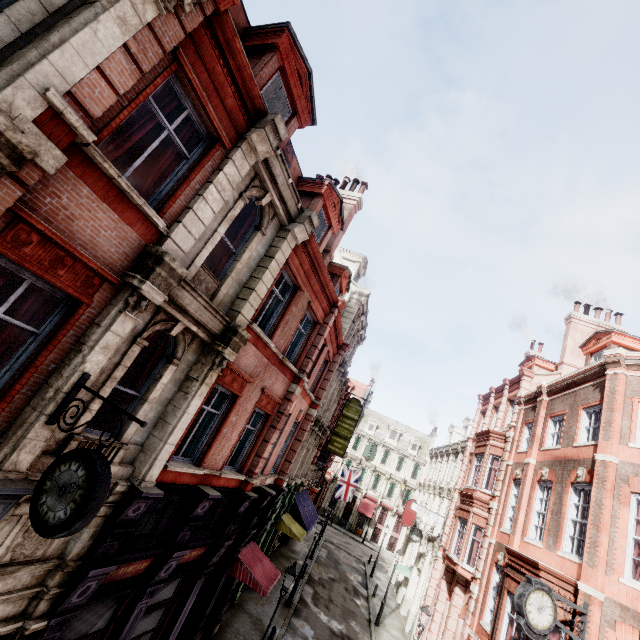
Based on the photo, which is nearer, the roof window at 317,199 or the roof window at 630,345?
the roof window at 317,199

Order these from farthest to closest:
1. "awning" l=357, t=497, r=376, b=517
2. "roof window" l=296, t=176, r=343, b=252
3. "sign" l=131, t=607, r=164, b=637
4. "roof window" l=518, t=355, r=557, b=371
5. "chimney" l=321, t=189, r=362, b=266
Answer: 1. "awning" l=357, t=497, r=376, b=517
2. "roof window" l=518, t=355, r=557, b=371
3. "chimney" l=321, t=189, r=362, b=266
4. "roof window" l=296, t=176, r=343, b=252
5. "sign" l=131, t=607, r=164, b=637

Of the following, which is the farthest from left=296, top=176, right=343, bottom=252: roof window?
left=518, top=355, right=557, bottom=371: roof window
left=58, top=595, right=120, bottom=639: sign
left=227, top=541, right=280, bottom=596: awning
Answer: left=518, top=355, right=557, bottom=371: roof window

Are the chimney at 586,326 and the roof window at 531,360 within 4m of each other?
yes

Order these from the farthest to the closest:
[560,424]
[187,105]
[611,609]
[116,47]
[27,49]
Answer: [560,424] < [611,609] < [187,105] < [116,47] < [27,49]

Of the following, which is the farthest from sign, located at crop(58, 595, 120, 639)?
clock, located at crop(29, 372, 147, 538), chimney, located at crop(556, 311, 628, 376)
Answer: chimney, located at crop(556, 311, 628, 376)

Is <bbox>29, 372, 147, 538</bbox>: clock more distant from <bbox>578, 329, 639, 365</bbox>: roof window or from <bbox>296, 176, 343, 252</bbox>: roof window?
<bbox>578, 329, 639, 365</bbox>: roof window

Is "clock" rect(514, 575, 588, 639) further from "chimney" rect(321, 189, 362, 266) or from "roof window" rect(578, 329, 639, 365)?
"chimney" rect(321, 189, 362, 266)
